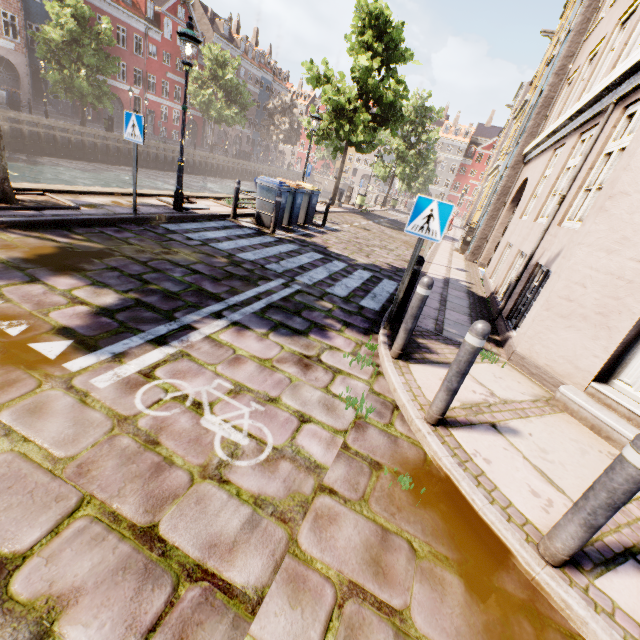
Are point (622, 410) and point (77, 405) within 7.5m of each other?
yes

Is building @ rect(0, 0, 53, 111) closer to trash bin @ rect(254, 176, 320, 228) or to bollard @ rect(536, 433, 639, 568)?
trash bin @ rect(254, 176, 320, 228)

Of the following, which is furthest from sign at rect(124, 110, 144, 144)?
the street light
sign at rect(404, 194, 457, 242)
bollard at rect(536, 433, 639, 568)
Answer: the street light

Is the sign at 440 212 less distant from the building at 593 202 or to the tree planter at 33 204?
the tree planter at 33 204

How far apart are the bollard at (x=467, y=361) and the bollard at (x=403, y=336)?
1.01m

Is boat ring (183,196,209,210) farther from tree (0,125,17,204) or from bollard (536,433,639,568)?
bollard (536,433,639,568)

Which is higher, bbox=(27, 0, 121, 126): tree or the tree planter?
bbox=(27, 0, 121, 126): tree

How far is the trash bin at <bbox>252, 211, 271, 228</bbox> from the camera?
9.7m
